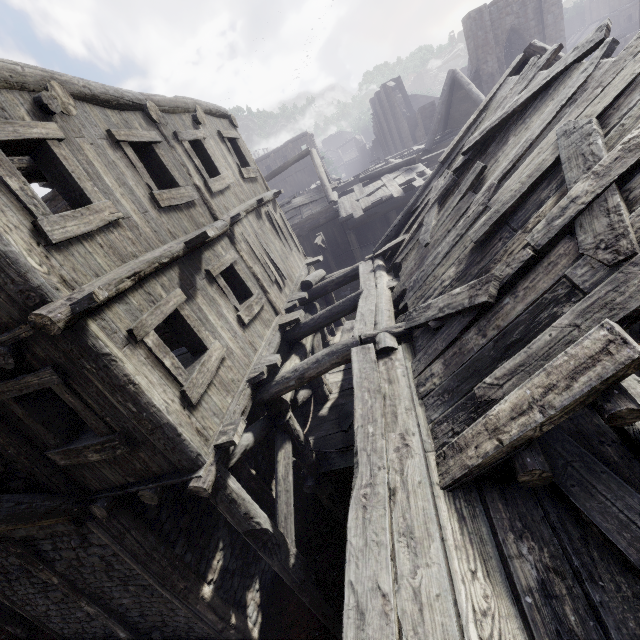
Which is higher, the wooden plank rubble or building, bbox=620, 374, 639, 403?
the wooden plank rubble

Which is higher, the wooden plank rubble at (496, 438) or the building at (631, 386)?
the wooden plank rubble at (496, 438)

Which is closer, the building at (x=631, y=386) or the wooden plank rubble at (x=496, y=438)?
the wooden plank rubble at (x=496, y=438)

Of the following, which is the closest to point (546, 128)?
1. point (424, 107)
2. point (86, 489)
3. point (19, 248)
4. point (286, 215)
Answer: point (19, 248)

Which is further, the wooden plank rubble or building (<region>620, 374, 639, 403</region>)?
building (<region>620, 374, 639, 403</region>)
